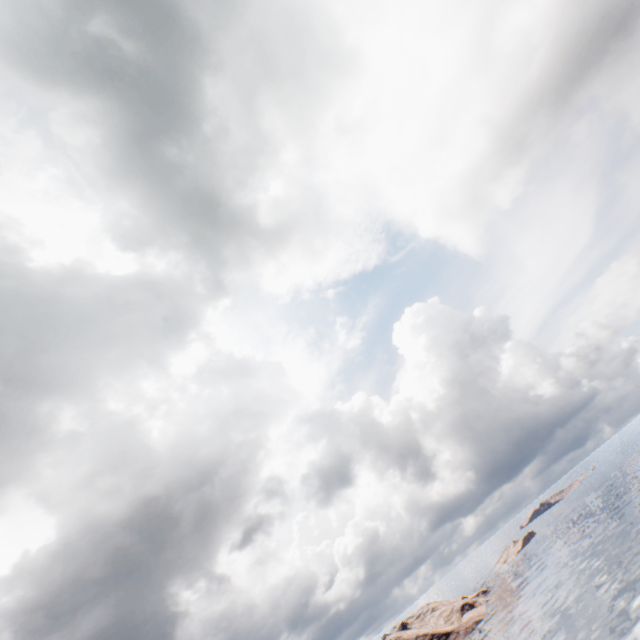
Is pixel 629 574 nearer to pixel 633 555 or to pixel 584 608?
pixel 633 555
